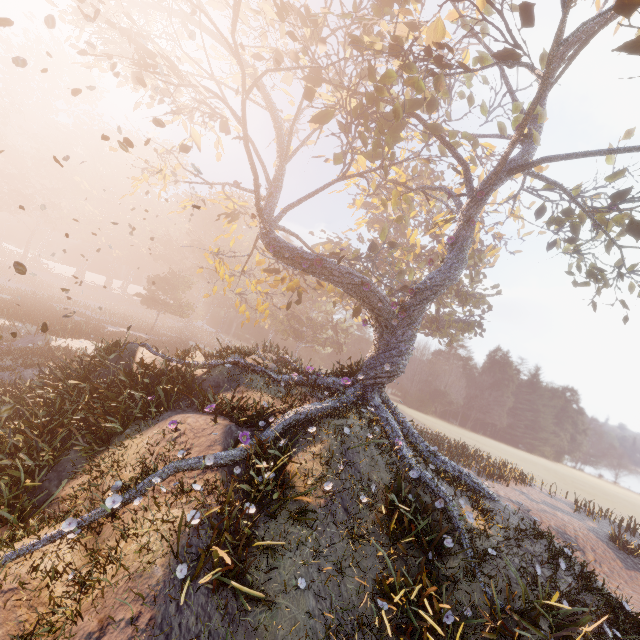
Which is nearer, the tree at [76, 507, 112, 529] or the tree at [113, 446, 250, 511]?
the tree at [76, 507, 112, 529]

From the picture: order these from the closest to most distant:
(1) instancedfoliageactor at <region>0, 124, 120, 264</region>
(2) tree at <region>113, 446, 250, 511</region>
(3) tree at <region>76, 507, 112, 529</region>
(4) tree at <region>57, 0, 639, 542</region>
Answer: (3) tree at <region>76, 507, 112, 529</region>
(2) tree at <region>113, 446, 250, 511</region>
(4) tree at <region>57, 0, 639, 542</region>
(1) instancedfoliageactor at <region>0, 124, 120, 264</region>

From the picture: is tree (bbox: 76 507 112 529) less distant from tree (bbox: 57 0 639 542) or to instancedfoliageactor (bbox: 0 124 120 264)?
tree (bbox: 57 0 639 542)

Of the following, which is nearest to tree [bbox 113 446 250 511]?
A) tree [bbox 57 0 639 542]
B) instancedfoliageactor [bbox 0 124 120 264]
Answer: tree [bbox 57 0 639 542]

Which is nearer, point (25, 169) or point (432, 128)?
point (432, 128)

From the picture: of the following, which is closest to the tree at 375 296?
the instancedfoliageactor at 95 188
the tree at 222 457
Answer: the tree at 222 457

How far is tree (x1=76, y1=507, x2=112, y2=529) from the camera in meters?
6.0 m

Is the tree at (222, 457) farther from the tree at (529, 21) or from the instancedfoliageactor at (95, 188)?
the instancedfoliageactor at (95, 188)
